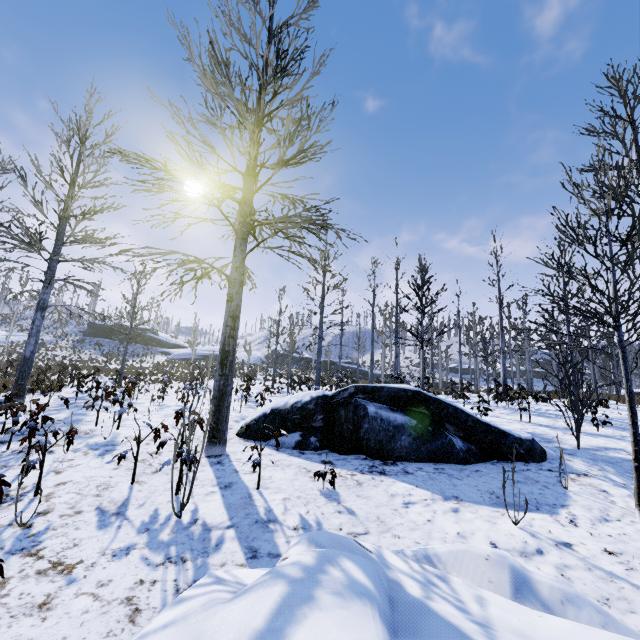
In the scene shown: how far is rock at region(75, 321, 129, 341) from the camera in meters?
50.2 m

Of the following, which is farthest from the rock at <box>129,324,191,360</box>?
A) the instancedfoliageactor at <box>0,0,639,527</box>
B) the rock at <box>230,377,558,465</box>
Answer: the rock at <box>230,377,558,465</box>

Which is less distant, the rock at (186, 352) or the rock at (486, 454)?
the rock at (486, 454)

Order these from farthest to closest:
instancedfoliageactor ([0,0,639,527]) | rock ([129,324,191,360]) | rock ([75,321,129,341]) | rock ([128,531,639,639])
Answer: rock ([75,321,129,341])
rock ([129,324,191,360])
instancedfoliageactor ([0,0,639,527])
rock ([128,531,639,639])

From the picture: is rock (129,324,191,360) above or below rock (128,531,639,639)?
above

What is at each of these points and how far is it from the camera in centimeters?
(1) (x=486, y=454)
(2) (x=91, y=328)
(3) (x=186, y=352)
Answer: (1) rock, 577cm
(2) rock, 5075cm
(3) rock, 4731cm

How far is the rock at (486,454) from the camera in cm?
557

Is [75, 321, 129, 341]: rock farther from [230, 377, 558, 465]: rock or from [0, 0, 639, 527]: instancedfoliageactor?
[230, 377, 558, 465]: rock
